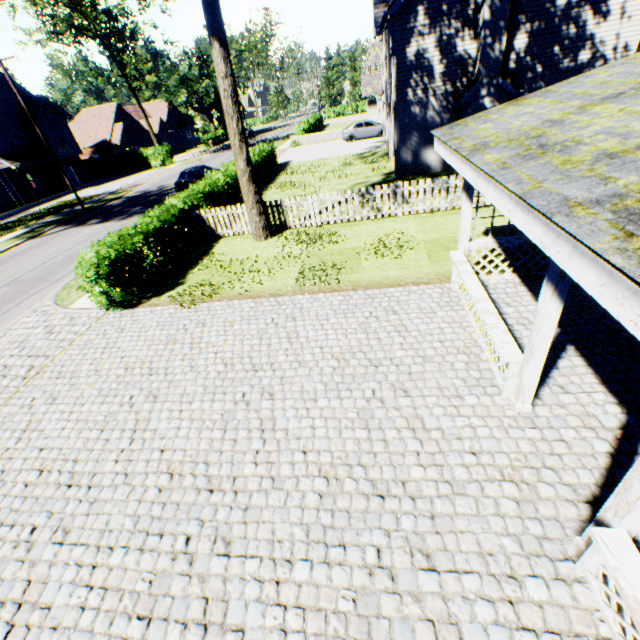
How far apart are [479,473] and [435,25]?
18.23m

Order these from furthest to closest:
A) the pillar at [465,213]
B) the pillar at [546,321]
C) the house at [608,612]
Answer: the pillar at [465,213], the pillar at [546,321], the house at [608,612]

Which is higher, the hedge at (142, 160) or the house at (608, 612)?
the hedge at (142, 160)

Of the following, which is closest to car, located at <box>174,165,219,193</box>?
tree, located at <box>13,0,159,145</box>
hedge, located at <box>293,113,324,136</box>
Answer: tree, located at <box>13,0,159,145</box>

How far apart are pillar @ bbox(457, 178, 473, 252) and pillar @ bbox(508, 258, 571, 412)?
3.7 meters

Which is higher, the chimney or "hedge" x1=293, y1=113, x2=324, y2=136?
the chimney

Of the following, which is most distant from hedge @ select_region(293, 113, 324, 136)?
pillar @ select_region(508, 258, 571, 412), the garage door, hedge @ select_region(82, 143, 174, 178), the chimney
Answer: pillar @ select_region(508, 258, 571, 412)

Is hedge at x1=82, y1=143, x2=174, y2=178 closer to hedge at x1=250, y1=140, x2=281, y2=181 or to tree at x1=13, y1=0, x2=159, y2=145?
tree at x1=13, y1=0, x2=159, y2=145
